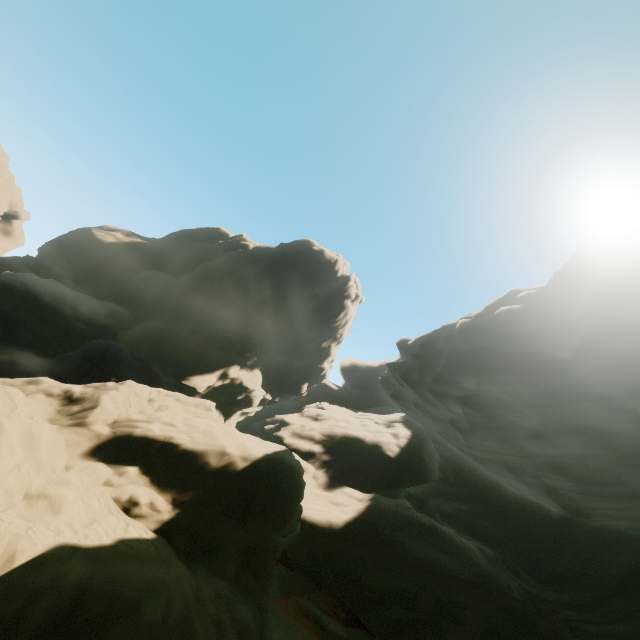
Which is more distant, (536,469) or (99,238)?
(99,238)
